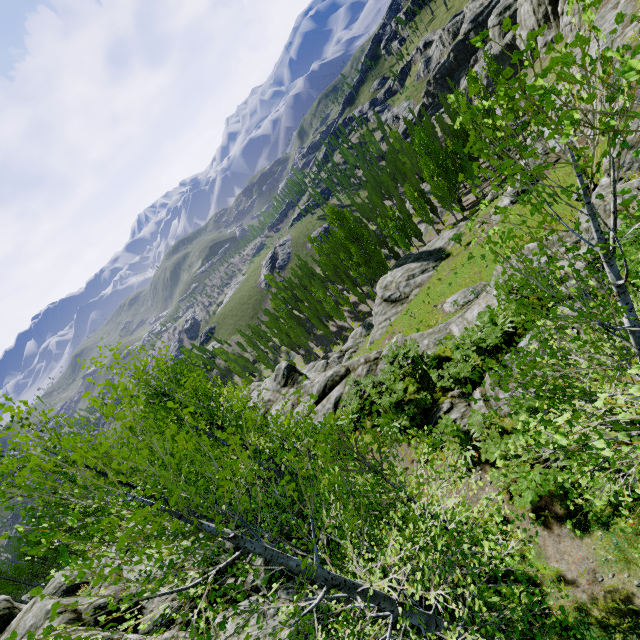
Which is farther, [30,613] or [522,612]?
[30,613]

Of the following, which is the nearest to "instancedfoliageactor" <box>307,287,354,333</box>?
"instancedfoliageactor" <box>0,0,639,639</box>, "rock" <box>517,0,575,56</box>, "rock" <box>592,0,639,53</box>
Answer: "rock" <box>517,0,575,56</box>

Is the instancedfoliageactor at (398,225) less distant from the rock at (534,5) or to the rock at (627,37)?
the rock at (534,5)

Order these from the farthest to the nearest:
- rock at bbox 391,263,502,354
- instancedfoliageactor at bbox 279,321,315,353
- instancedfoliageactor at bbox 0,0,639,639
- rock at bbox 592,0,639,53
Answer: instancedfoliageactor at bbox 279,321,315,353, rock at bbox 592,0,639,53, rock at bbox 391,263,502,354, instancedfoliageactor at bbox 0,0,639,639

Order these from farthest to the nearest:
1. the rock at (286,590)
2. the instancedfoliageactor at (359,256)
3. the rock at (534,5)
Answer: the rock at (534,5) → the instancedfoliageactor at (359,256) → the rock at (286,590)

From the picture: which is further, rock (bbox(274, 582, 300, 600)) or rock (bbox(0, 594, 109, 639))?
rock (bbox(0, 594, 109, 639))

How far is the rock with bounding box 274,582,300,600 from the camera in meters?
10.3
